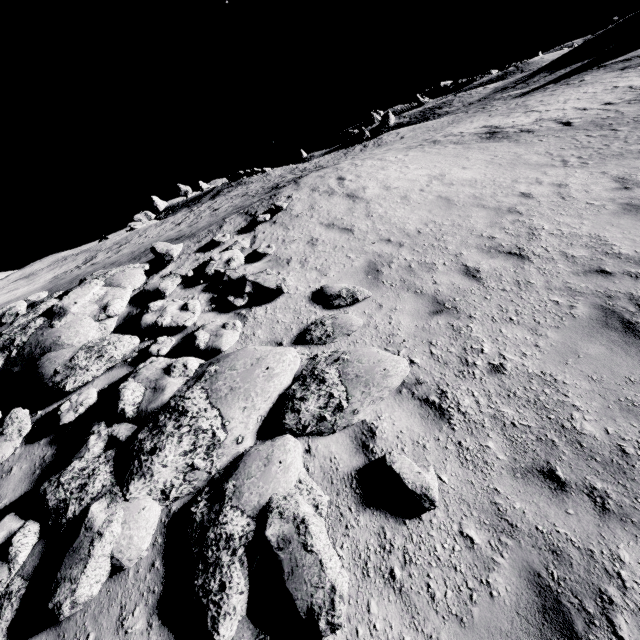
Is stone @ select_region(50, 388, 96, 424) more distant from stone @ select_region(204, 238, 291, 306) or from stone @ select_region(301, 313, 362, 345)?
stone @ select_region(204, 238, 291, 306)

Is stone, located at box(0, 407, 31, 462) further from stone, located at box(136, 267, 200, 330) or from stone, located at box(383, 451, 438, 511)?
stone, located at box(383, 451, 438, 511)

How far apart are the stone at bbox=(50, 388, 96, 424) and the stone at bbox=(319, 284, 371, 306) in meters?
4.5

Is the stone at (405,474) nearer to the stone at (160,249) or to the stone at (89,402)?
the stone at (89,402)

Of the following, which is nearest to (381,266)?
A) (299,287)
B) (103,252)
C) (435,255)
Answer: (435,255)

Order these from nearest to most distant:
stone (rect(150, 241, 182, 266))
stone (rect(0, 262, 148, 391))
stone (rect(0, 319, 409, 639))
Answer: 1. stone (rect(0, 319, 409, 639))
2. stone (rect(0, 262, 148, 391))
3. stone (rect(150, 241, 182, 266))

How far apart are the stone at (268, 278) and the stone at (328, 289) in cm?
208

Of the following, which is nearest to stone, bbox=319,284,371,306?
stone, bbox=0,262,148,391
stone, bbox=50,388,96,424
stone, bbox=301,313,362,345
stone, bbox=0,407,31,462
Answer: stone, bbox=301,313,362,345
